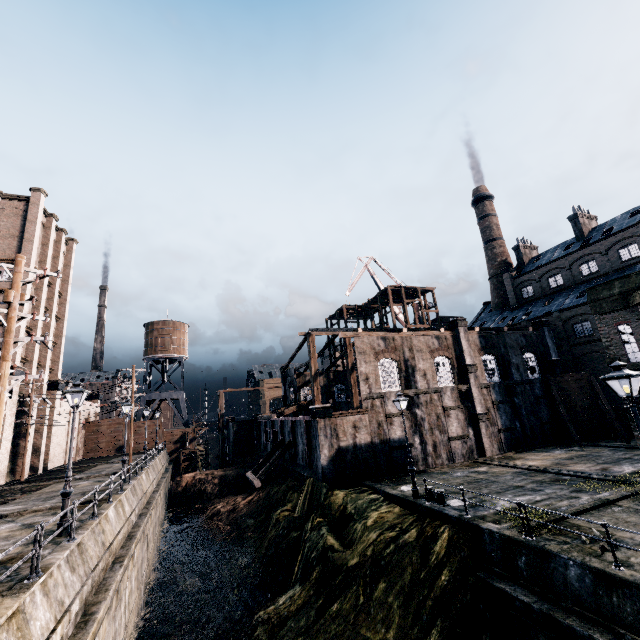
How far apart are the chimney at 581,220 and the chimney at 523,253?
7.6m

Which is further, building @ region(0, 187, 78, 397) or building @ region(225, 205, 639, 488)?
building @ region(0, 187, 78, 397)

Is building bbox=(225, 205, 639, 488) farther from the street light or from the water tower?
the street light

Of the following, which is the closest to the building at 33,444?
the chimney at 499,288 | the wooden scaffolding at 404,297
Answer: the wooden scaffolding at 404,297

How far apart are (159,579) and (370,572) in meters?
19.2

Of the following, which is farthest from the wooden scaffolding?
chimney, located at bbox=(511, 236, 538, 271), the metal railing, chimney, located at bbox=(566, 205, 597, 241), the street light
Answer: the street light

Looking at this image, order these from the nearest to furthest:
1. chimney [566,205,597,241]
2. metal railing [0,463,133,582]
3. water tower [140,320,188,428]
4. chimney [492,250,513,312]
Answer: metal railing [0,463,133,582], chimney [566,205,597,241], water tower [140,320,188,428], chimney [492,250,513,312]

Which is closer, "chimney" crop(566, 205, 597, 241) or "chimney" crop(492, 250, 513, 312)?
"chimney" crop(566, 205, 597, 241)
